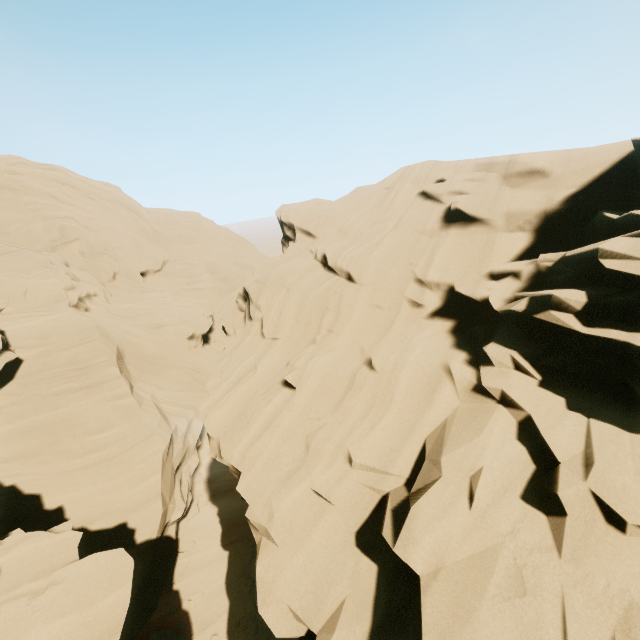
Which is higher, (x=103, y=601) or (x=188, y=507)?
(x=103, y=601)
